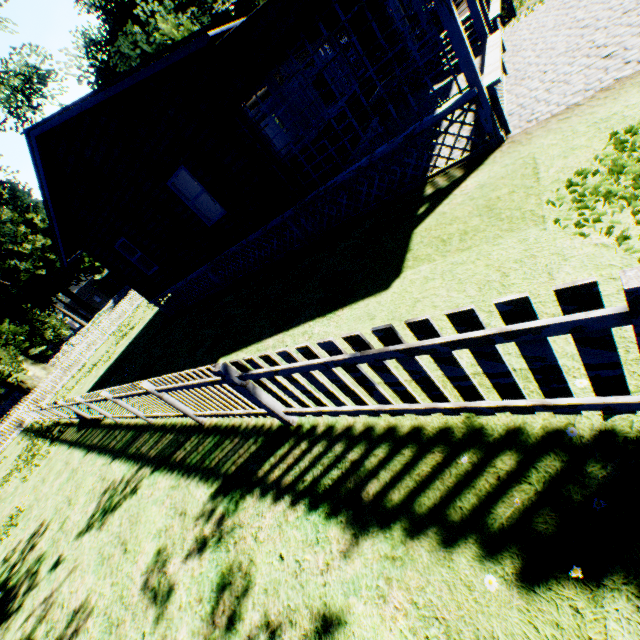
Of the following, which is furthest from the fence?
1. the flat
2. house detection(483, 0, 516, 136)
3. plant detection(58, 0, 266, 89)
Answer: the flat

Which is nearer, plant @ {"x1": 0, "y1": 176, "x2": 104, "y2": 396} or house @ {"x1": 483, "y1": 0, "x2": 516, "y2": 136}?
house @ {"x1": 483, "y1": 0, "x2": 516, "y2": 136}

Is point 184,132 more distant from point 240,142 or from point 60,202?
point 60,202

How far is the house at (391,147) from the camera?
5.8 meters

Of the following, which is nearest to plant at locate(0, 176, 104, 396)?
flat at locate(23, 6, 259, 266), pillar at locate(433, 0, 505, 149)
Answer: flat at locate(23, 6, 259, 266)

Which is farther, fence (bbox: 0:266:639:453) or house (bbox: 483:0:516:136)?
house (bbox: 483:0:516:136)

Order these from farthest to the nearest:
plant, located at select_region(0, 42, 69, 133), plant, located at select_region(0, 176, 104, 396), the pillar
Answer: plant, located at select_region(0, 176, 104, 396) < plant, located at select_region(0, 42, 69, 133) < the pillar

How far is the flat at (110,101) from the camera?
6.3 meters
